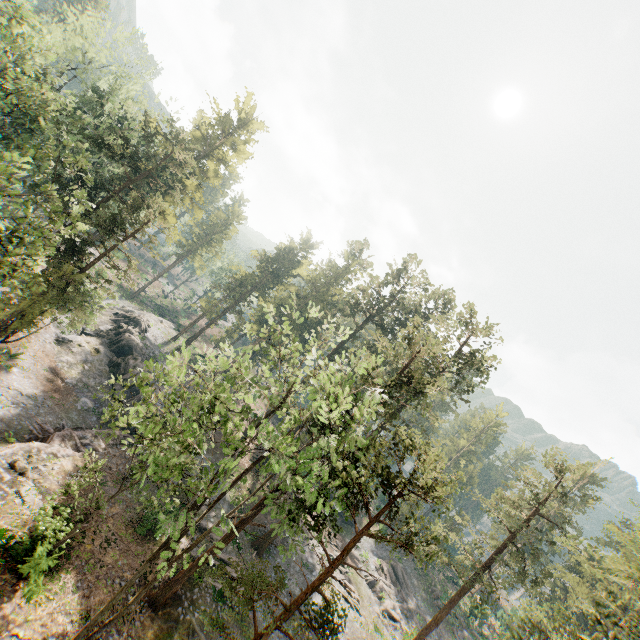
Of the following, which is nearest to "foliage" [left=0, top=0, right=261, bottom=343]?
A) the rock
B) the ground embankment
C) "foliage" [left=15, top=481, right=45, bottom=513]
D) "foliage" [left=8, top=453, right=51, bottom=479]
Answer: the ground embankment

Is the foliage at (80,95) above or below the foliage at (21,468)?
above

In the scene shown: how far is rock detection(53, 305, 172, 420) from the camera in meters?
32.3 m

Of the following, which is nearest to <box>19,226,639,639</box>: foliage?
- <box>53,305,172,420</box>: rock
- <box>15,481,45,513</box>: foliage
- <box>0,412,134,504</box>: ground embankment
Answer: <box>0,412,134,504</box>: ground embankment

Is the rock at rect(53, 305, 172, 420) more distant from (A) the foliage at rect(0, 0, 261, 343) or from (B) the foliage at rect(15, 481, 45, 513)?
(B) the foliage at rect(15, 481, 45, 513)

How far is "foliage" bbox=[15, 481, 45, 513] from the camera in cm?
1848

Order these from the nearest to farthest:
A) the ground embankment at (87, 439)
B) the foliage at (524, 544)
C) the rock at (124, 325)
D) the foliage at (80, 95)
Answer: the foliage at (524, 544) → the foliage at (80, 95) → the ground embankment at (87, 439) → the rock at (124, 325)

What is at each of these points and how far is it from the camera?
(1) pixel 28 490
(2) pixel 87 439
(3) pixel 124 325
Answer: (1) foliage, 18.98m
(2) ground embankment, 26.17m
(3) rock, 42.41m
